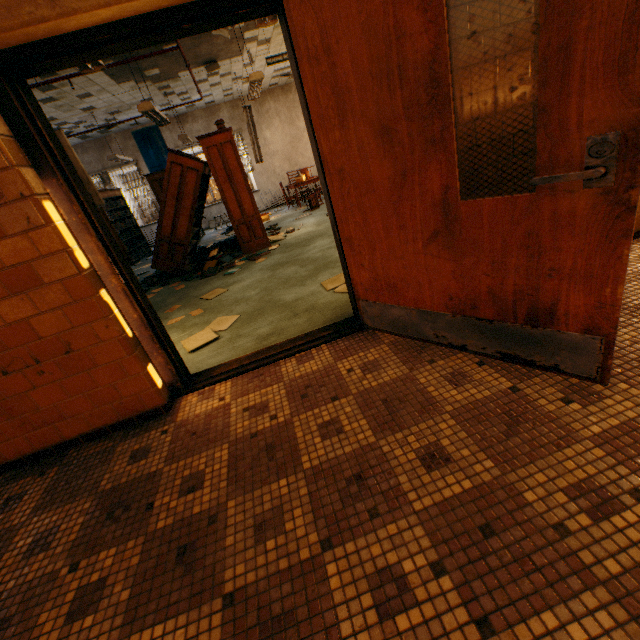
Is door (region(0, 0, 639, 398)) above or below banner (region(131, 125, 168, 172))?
below

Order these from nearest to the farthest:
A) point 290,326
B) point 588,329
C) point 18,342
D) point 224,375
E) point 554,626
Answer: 1. point 554,626
2. point 588,329
3. point 18,342
4. point 224,375
5. point 290,326

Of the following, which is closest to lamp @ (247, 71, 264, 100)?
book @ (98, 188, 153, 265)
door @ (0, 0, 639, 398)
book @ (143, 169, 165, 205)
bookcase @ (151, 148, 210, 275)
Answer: bookcase @ (151, 148, 210, 275)

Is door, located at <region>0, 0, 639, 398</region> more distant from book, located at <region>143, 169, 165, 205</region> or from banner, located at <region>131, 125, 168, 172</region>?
banner, located at <region>131, 125, 168, 172</region>

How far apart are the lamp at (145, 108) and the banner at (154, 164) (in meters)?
5.91

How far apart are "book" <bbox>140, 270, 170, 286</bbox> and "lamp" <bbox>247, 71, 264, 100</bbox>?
4.0m

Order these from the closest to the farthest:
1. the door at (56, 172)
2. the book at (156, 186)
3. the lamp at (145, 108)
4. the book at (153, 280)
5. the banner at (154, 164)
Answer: the door at (56, 172) → the lamp at (145, 108) → the book at (153, 280) → the book at (156, 186) → the banner at (154, 164)

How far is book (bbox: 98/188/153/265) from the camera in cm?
942
